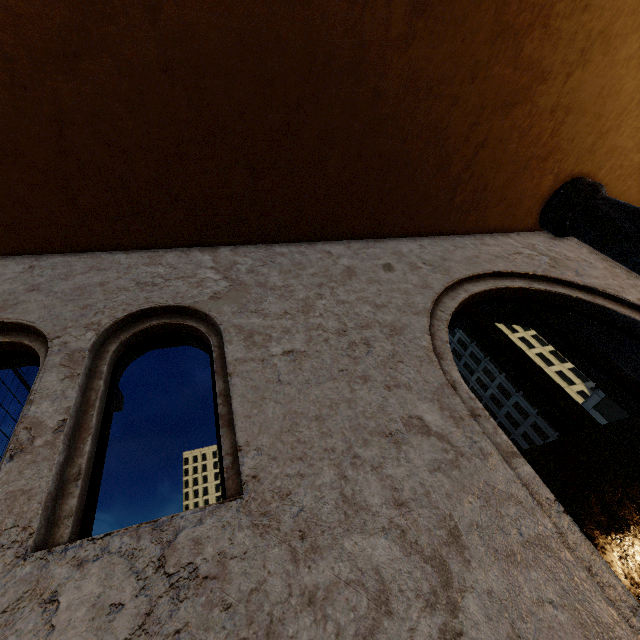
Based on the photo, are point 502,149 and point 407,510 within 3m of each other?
no
